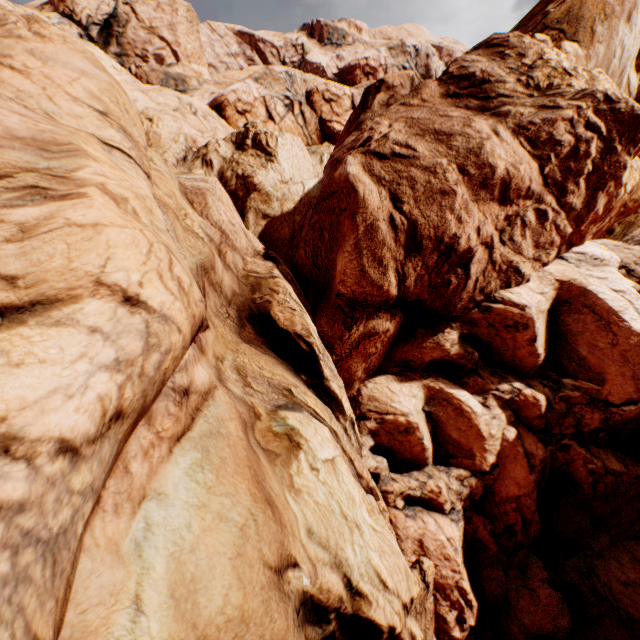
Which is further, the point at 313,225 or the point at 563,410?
the point at 313,225
